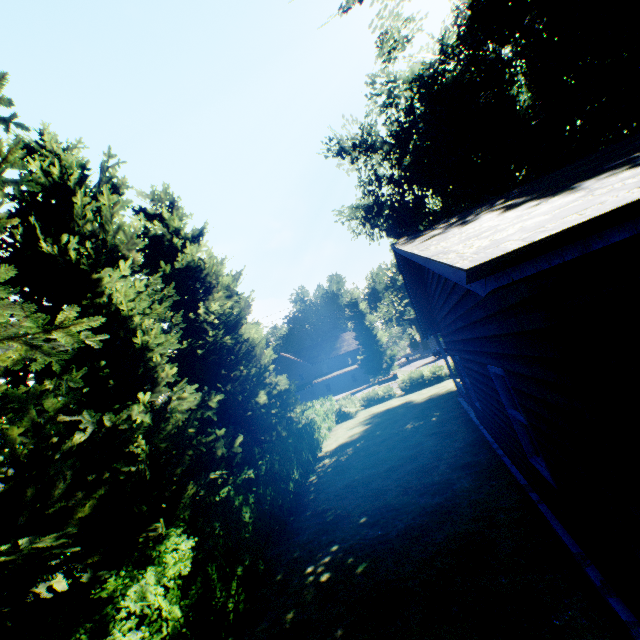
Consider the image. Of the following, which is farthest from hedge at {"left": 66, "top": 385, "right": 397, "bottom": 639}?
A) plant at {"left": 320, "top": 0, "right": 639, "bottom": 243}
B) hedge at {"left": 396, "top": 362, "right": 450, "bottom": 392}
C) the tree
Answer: plant at {"left": 320, "top": 0, "right": 639, "bottom": 243}

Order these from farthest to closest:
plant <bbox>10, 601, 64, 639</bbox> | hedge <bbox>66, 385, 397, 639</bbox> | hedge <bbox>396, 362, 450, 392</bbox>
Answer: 1. hedge <bbox>396, 362, 450, 392</bbox>
2. plant <bbox>10, 601, 64, 639</bbox>
3. hedge <bbox>66, 385, 397, 639</bbox>

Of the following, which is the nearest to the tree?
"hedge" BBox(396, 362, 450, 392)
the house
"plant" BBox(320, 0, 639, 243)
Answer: "hedge" BBox(396, 362, 450, 392)

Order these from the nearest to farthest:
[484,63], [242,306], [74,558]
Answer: [74,558]
[242,306]
[484,63]

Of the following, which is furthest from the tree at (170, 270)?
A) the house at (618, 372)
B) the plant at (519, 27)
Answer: the house at (618, 372)

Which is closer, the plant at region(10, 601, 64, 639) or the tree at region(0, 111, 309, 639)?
the tree at region(0, 111, 309, 639)

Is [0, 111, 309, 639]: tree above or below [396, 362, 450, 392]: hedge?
above

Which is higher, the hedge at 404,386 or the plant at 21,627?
the hedge at 404,386
